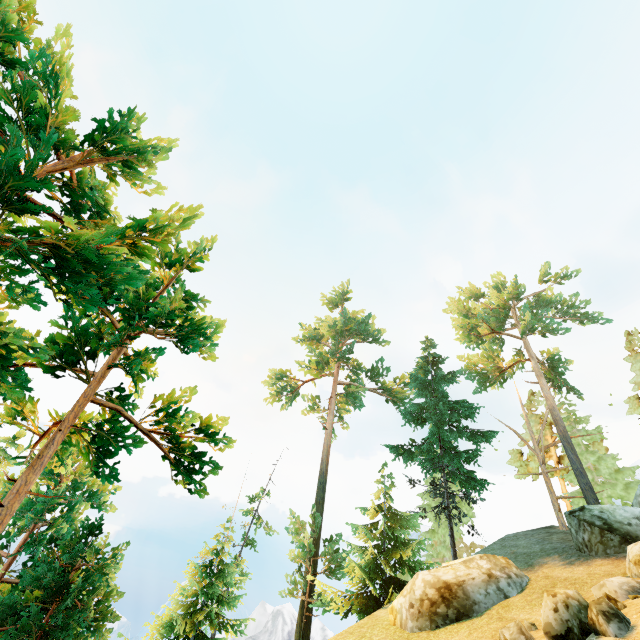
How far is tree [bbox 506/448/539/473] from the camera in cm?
3388

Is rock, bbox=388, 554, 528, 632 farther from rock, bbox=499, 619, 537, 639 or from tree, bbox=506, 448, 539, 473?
tree, bbox=506, 448, 539, 473

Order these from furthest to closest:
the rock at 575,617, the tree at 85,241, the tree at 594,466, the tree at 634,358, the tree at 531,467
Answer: the tree at 531,467
the tree at 634,358
the tree at 594,466
the tree at 85,241
the rock at 575,617

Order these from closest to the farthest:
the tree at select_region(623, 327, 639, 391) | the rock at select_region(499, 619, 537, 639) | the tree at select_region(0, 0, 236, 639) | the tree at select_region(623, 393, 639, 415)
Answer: the tree at select_region(0, 0, 236, 639)
the rock at select_region(499, 619, 537, 639)
the tree at select_region(623, 393, 639, 415)
the tree at select_region(623, 327, 639, 391)

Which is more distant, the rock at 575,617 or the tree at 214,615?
the tree at 214,615

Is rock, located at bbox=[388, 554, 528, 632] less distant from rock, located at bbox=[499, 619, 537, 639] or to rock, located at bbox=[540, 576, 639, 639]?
rock, located at bbox=[499, 619, 537, 639]

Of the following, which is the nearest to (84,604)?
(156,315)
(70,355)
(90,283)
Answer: (70,355)

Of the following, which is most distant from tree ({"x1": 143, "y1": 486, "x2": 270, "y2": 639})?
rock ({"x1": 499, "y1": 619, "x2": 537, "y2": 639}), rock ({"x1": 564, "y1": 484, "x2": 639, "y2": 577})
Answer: rock ({"x1": 499, "y1": 619, "x2": 537, "y2": 639})
